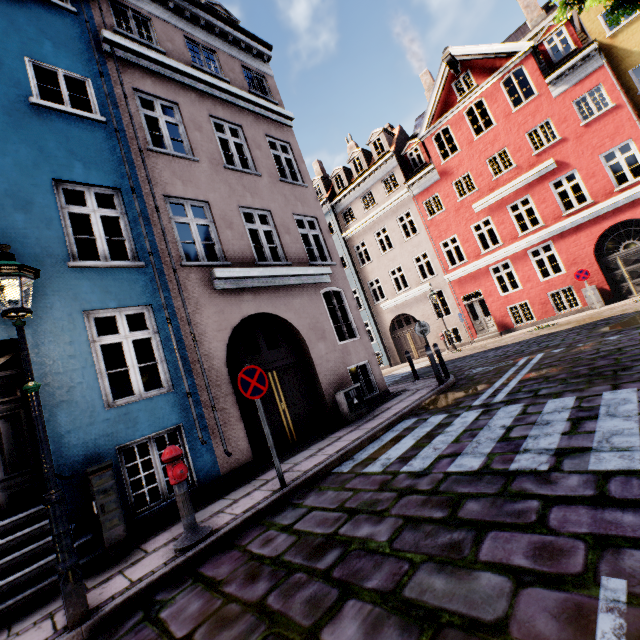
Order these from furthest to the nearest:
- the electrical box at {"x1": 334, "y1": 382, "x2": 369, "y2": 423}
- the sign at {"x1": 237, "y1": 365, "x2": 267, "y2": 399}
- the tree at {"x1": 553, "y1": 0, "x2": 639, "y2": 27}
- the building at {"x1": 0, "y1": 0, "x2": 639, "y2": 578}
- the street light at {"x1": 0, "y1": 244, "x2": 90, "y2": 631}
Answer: the electrical box at {"x1": 334, "y1": 382, "x2": 369, "y2": 423}, the tree at {"x1": 553, "y1": 0, "x2": 639, "y2": 27}, the building at {"x1": 0, "y1": 0, "x2": 639, "y2": 578}, the sign at {"x1": 237, "y1": 365, "x2": 267, "y2": 399}, the street light at {"x1": 0, "y1": 244, "x2": 90, "y2": 631}

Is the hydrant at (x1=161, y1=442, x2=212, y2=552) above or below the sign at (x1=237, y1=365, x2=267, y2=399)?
below

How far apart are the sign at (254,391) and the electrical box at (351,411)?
3.4m

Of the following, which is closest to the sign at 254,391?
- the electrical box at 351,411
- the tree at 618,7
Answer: the electrical box at 351,411

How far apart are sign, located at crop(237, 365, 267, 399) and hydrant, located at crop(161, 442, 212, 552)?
1.1m

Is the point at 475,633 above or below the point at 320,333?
below

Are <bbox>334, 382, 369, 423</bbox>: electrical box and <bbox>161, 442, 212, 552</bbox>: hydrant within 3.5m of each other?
no

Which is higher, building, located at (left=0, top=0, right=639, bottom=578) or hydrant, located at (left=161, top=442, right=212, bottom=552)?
building, located at (left=0, top=0, right=639, bottom=578)
